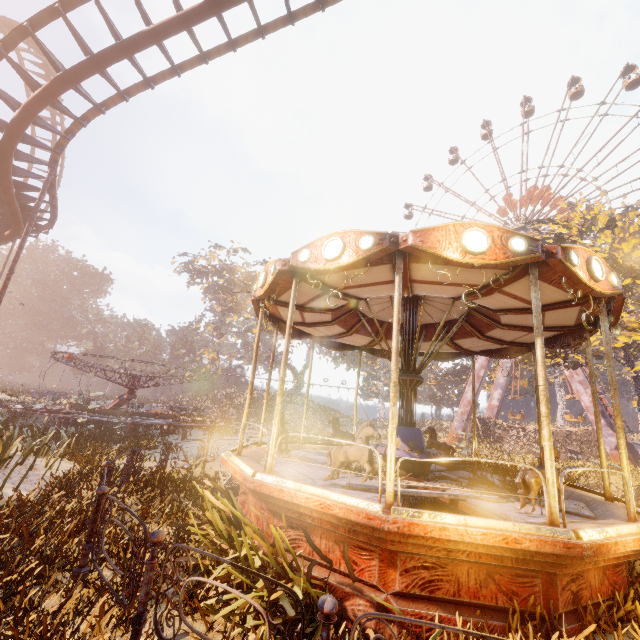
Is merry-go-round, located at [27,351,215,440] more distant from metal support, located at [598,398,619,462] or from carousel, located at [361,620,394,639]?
metal support, located at [598,398,619,462]

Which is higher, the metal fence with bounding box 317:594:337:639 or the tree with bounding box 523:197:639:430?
the tree with bounding box 523:197:639:430

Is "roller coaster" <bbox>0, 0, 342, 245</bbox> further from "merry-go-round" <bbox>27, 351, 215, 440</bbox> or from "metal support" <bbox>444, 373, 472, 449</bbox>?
"metal support" <bbox>444, 373, 472, 449</bbox>

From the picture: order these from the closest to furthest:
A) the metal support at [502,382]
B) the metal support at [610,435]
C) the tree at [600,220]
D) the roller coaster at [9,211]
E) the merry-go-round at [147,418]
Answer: the roller coaster at [9,211], the merry-go-round at [147,418], the tree at [600,220], the metal support at [610,435], the metal support at [502,382]

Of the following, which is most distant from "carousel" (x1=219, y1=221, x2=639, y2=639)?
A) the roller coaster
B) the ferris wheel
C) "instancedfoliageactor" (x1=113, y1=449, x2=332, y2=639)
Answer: the ferris wheel

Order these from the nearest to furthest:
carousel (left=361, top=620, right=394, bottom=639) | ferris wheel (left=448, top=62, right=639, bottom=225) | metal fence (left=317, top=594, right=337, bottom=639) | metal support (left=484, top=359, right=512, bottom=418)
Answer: metal fence (left=317, top=594, right=337, bottom=639), carousel (left=361, top=620, right=394, bottom=639), ferris wheel (left=448, top=62, right=639, bottom=225), metal support (left=484, top=359, right=512, bottom=418)

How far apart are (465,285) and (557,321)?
2.89m

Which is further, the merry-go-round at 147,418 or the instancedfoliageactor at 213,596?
the merry-go-round at 147,418
